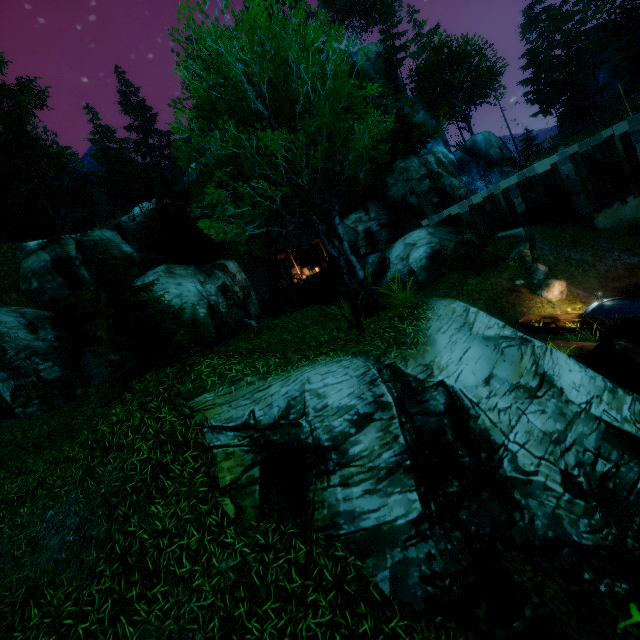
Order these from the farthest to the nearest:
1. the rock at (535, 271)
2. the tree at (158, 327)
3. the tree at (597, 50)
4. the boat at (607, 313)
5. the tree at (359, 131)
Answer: the tree at (597, 50) < the rock at (535, 271) < the boat at (607, 313) < the tree at (158, 327) < the tree at (359, 131)

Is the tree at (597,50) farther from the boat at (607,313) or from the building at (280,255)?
the boat at (607,313)

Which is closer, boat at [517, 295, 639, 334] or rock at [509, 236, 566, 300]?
boat at [517, 295, 639, 334]

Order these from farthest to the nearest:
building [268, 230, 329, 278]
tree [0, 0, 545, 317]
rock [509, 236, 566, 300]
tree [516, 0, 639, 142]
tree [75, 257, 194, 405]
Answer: tree [516, 0, 639, 142] → building [268, 230, 329, 278] → rock [509, 236, 566, 300] → tree [75, 257, 194, 405] → tree [0, 0, 545, 317]

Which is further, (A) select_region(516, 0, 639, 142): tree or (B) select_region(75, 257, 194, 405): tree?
(A) select_region(516, 0, 639, 142): tree

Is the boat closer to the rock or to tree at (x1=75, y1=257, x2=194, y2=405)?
the rock

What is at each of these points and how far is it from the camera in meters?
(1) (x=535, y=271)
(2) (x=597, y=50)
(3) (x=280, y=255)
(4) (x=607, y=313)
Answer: (1) rock, 18.5
(2) tree, 43.2
(3) building, 31.6
(4) boat, 14.2

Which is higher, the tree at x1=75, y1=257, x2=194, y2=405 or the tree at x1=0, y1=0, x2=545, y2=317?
the tree at x1=0, y1=0, x2=545, y2=317
